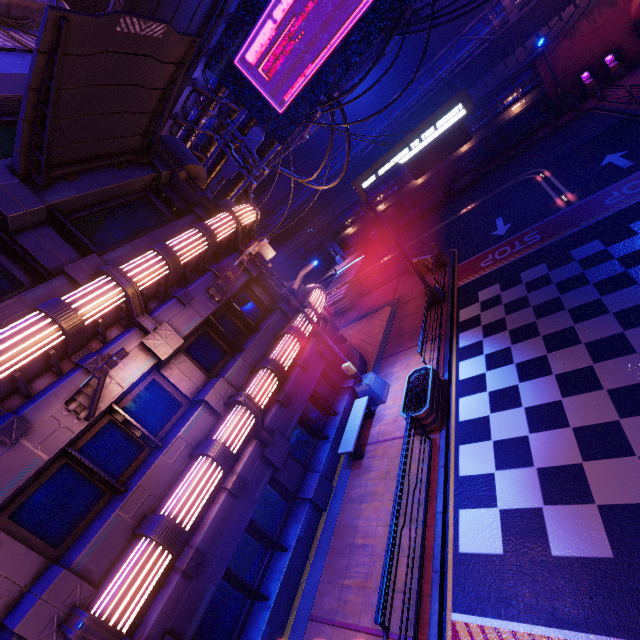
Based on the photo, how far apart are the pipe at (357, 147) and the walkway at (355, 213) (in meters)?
2.78

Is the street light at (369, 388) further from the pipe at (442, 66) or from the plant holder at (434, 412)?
the pipe at (442, 66)

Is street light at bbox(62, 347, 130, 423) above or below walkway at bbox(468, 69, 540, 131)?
above

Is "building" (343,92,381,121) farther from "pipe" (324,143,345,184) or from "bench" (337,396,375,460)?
"bench" (337,396,375,460)

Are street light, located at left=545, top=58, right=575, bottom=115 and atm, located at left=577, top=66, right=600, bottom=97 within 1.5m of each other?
yes

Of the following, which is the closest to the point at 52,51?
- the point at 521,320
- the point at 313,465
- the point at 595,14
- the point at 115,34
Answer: the point at 115,34

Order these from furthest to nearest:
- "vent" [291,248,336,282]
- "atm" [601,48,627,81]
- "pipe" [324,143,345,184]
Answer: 1. "vent" [291,248,336,282]
2. "pipe" [324,143,345,184]
3. "atm" [601,48,627,81]

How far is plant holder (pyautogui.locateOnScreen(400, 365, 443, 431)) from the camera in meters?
9.8 m
